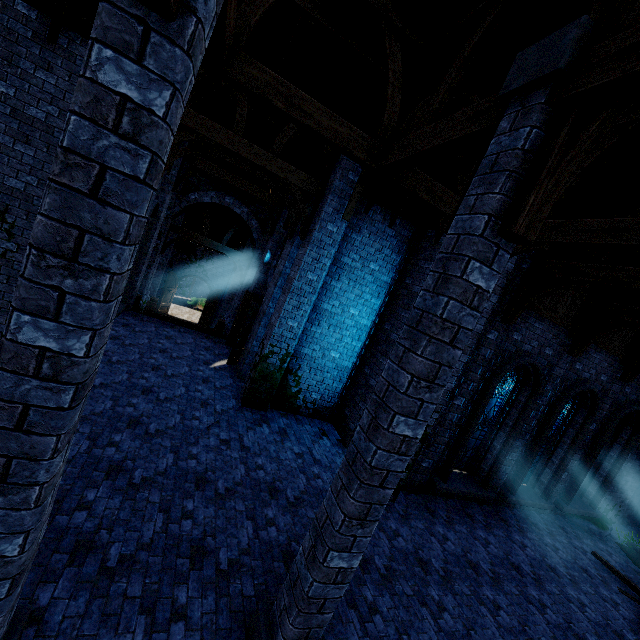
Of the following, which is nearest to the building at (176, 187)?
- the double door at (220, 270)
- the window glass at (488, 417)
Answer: the double door at (220, 270)

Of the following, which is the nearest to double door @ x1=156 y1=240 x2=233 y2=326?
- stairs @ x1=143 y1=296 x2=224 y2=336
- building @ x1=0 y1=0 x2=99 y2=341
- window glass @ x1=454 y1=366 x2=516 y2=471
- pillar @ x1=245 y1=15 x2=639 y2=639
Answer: building @ x1=0 y1=0 x2=99 y2=341

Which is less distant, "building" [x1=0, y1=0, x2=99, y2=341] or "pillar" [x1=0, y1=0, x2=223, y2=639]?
"pillar" [x1=0, y1=0, x2=223, y2=639]

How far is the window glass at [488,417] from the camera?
9.57m

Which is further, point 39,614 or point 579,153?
point 39,614

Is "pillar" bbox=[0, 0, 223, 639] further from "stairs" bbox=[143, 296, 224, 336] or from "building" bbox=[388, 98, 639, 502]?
"stairs" bbox=[143, 296, 224, 336]

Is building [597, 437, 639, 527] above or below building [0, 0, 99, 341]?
below

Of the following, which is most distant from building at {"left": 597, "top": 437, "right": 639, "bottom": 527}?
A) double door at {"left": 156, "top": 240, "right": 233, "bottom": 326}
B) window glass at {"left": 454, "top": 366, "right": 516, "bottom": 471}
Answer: window glass at {"left": 454, "top": 366, "right": 516, "bottom": 471}
